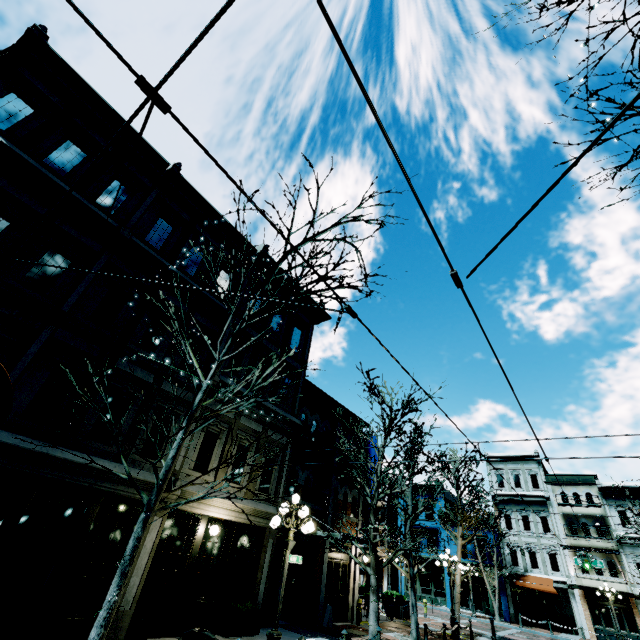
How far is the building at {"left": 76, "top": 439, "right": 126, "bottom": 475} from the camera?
8.8 meters

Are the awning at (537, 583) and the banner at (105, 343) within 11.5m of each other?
no

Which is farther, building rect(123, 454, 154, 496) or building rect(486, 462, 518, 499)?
building rect(486, 462, 518, 499)

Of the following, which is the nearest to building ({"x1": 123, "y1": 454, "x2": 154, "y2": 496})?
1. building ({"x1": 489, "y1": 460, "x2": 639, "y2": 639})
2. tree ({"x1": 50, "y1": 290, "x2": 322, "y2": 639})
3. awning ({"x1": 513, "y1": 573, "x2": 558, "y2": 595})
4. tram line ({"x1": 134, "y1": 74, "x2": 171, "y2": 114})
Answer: tree ({"x1": 50, "y1": 290, "x2": 322, "y2": 639})

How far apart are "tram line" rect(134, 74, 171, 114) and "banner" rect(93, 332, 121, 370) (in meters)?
8.25

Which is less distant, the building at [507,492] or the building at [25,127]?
the building at [25,127]

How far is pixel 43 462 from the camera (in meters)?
7.84
